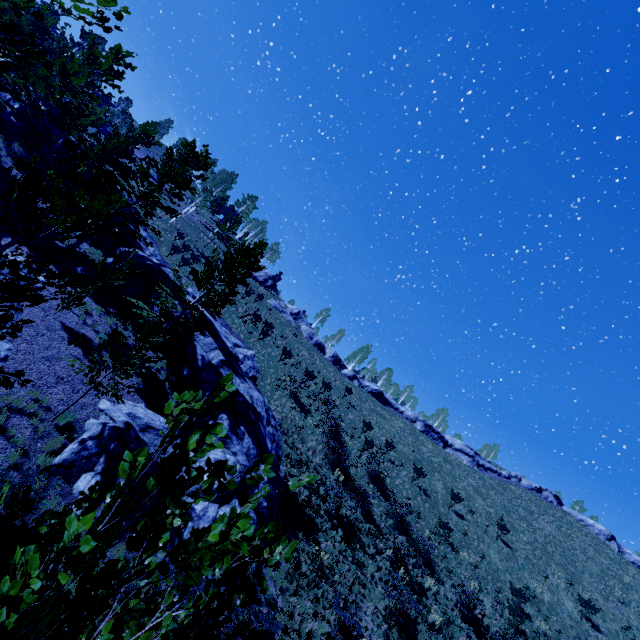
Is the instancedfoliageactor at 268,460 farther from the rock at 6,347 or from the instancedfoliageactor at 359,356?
the instancedfoliageactor at 359,356

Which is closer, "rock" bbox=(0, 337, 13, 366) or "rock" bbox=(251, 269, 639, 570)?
"rock" bbox=(0, 337, 13, 366)

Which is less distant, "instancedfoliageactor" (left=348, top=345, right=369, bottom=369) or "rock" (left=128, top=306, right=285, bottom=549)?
"rock" (left=128, top=306, right=285, bottom=549)

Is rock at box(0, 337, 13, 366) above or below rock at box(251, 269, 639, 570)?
below

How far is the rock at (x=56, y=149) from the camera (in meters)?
24.42

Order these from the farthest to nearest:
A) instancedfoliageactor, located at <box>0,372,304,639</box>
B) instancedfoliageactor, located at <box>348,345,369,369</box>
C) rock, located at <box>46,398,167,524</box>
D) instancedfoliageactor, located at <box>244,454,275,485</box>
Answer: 1. instancedfoliageactor, located at <box>348,345,369,369</box>
2. rock, located at <box>46,398,167,524</box>
3. instancedfoliageactor, located at <box>244,454,275,485</box>
4. instancedfoliageactor, located at <box>0,372,304,639</box>

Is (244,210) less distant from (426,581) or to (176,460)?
(426,581)

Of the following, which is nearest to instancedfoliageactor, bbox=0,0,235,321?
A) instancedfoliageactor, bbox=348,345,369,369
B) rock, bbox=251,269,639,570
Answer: rock, bbox=251,269,639,570
